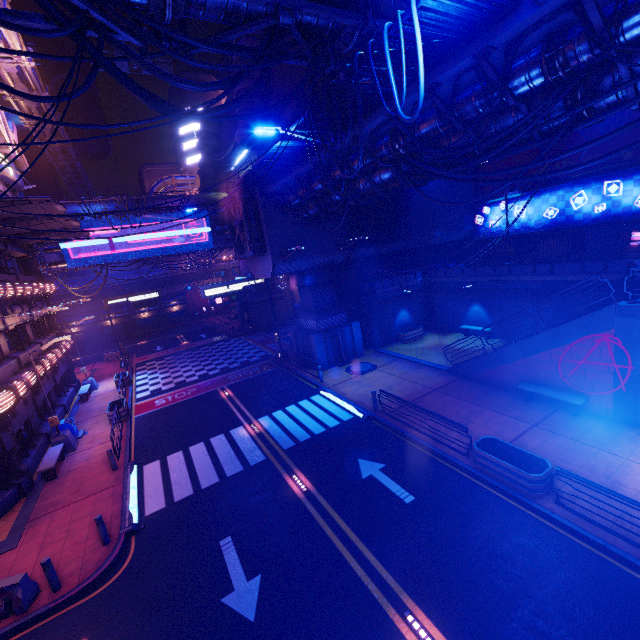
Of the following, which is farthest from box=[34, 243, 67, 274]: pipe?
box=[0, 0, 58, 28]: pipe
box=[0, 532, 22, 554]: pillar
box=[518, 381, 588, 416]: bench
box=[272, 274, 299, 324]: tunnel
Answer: box=[518, 381, 588, 416]: bench

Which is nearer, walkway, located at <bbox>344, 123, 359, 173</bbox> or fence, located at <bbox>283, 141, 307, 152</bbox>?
walkway, located at <bbox>344, 123, 359, 173</bbox>

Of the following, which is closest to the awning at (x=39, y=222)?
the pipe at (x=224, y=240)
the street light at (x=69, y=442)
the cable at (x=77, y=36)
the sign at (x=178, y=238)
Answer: the street light at (x=69, y=442)

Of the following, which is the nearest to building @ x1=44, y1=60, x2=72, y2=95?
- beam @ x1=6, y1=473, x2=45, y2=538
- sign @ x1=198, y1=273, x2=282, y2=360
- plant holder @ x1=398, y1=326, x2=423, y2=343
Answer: beam @ x1=6, y1=473, x2=45, y2=538

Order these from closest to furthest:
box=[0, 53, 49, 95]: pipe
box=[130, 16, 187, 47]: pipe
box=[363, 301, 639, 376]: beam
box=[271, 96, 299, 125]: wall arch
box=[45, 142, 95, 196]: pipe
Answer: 1. box=[130, 16, 187, 47]: pipe
2. box=[363, 301, 639, 376]: beam
3. box=[0, 53, 49, 95]: pipe
4. box=[271, 96, 299, 125]: wall arch
5. box=[45, 142, 95, 196]: pipe

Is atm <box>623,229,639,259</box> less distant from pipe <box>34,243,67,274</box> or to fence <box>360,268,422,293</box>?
fence <box>360,268,422,293</box>

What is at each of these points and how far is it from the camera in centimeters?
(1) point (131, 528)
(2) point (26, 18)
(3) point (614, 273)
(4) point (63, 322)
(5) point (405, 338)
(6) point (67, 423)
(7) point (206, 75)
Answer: (1) floor crosswalk, 1120cm
(2) pipe, 678cm
(3) fence, 1648cm
(4) walkway, 4956cm
(5) plant holder, 2516cm
(6) trash can, 1847cm
(7) building, 5719cm

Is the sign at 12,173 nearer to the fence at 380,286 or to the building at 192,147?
the building at 192,147
